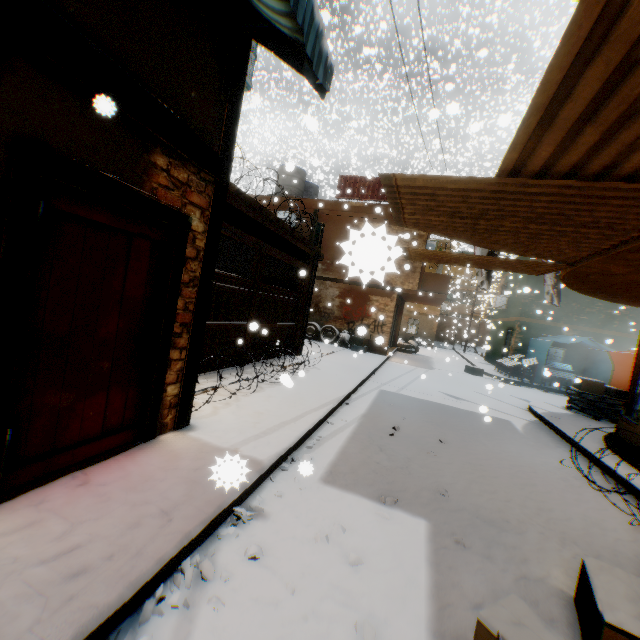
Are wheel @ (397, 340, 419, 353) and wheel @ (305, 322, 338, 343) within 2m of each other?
no

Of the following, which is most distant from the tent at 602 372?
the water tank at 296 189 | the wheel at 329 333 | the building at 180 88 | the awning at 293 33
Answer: the awning at 293 33

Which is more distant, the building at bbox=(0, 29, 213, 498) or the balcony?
the balcony

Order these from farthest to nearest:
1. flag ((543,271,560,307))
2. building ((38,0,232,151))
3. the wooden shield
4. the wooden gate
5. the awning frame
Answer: the wooden shield, flag ((543,271,560,307)), the wooden gate, the awning frame, building ((38,0,232,151))

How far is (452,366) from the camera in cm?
1791

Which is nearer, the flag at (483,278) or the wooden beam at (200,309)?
the wooden beam at (200,309)

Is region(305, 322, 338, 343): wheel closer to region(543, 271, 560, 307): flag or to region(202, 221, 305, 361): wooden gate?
region(202, 221, 305, 361): wooden gate

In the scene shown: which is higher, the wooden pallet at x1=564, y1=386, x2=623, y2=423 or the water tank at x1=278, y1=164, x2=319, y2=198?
the water tank at x1=278, y1=164, x2=319, y2=198
